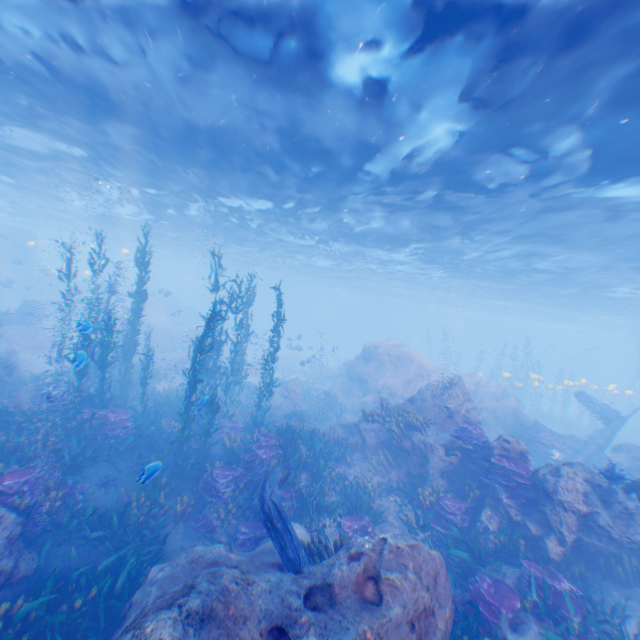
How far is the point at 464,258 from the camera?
24.38m

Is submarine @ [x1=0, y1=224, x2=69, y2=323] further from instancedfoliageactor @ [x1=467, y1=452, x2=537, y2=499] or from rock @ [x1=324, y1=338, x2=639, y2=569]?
instancedfoliageactor @ [x1=467, y1=452, x2=537, y2=499]

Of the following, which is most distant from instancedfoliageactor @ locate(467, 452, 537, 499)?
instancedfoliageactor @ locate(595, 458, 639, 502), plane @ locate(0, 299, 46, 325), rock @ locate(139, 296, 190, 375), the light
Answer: plane @ locate(0, 299, 46, 325)

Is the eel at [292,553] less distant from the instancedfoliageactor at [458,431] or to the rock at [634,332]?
the rock at [634,332]

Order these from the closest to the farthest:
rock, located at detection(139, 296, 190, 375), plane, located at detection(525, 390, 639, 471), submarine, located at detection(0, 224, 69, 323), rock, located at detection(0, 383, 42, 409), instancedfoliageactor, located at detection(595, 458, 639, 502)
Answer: instancedfoliageactor, located at detection(595, 458, 639, 502), rock, located at detection(0, 383, 42, 409), plane, located at detection(525, 390, 639, 471), rock, located at detection(139, 296, 190, 375), submarine, located at detection(0, 224, 69, 323)

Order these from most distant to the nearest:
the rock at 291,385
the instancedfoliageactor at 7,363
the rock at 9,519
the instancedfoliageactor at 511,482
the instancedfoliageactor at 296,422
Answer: the rock at 291,385 → the instancedfoliageactor at 7,363 → the instancedfoliageactor at 511,482 → the instancedfoliageactor at 296,422 → the rock at 9,519

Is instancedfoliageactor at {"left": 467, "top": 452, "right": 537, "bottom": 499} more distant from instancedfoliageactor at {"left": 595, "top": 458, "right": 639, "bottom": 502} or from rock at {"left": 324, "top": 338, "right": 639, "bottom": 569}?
instancedfoliageactor at {"left": 595, "top": 458, "right": 639, "bottom": 502}

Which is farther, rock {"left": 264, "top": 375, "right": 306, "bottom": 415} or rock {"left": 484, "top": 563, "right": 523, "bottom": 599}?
rock {"left": 264, "top": 375, "right": 306, "bottom": 415}
